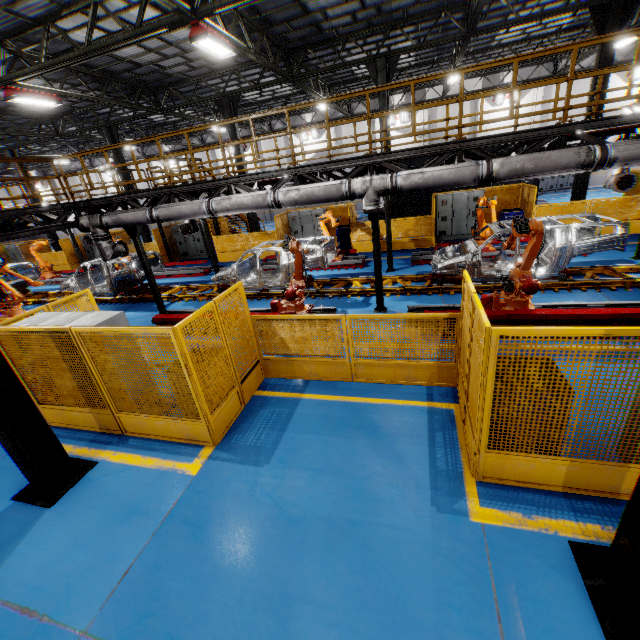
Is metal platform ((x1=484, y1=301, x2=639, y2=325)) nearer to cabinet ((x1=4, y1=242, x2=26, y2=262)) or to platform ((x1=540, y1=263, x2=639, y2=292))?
platform ((x1=540, y1=263, x2=639, y2=292))

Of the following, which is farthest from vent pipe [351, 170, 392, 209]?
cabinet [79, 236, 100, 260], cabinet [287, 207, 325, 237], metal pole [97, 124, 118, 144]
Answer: cabinet [79, 236, 100, 260]

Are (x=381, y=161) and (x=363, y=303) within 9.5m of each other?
yes

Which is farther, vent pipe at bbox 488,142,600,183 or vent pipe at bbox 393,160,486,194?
vent pipe at bbox 393,160,486,194

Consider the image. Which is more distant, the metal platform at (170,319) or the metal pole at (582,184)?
the metal pole at (582,184)

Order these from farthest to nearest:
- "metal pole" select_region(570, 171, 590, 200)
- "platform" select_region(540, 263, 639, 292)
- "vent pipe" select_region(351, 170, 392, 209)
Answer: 1. "metal pole" select_region(570, 171, 590, 200)
2. "platform" select_region(540, 263, 639, 292)
3. "vent pipe" select_region(351, 170, 392, 209)

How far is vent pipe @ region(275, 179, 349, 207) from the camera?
7.8 meters

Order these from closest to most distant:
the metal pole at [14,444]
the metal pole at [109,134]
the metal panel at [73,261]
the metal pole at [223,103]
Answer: the metal pole at [14,444] → the metal pole at [223,103] → the metal pole at [109,134] → the metal panel at [73,261]
